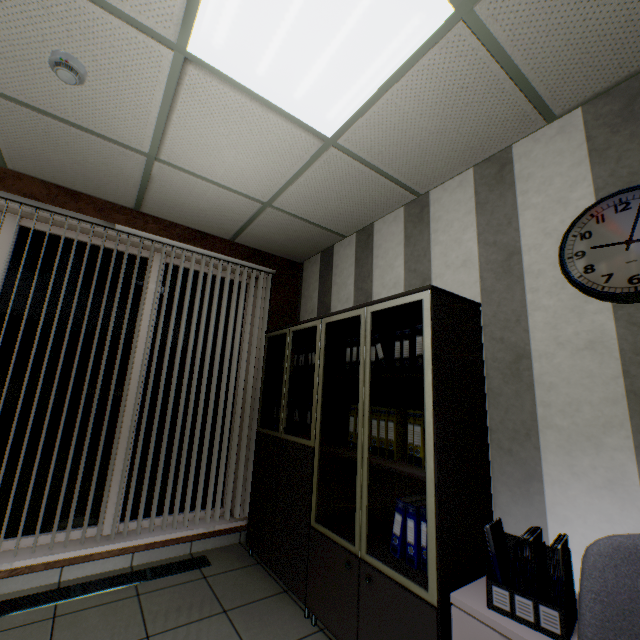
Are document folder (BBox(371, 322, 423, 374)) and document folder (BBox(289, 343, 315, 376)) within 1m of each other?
yes

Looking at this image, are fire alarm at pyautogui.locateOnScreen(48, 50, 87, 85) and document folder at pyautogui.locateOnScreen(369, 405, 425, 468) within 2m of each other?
no

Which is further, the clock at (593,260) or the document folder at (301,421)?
the document folder at (301,421)

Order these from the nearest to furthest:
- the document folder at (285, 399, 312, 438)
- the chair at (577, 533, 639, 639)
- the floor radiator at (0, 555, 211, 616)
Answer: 1. the chair at (577, 533, 639, 639)
2. the floor radiator at (0, 555, 211, 616)
3. the document folder at (285, 399, 312, 438)

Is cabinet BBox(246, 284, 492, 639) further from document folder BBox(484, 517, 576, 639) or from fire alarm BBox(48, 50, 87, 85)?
fire alarm BBox(48, 50, 87, 85)

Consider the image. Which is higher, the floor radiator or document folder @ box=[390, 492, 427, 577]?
document folder @ box=[390, 492, 427, 577]

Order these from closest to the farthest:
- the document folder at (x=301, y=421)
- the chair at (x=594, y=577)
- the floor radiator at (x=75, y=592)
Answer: the chair at (x=594, y=577)
the floor radiator at (x=75, y=592)
the document folder at (x=301, y=421)

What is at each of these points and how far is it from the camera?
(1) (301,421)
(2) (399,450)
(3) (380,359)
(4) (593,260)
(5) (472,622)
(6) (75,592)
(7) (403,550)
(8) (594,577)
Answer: (1) document folder, 3.09m
(2) document folder, 2.15m
(3) document folder, 2.36m
(4) clock, 1.67m
(5) drawer, 1.38m
(6) floor radiator, 2.41m
(7) document folder, 1.96m
(8) chair, 0.94m
